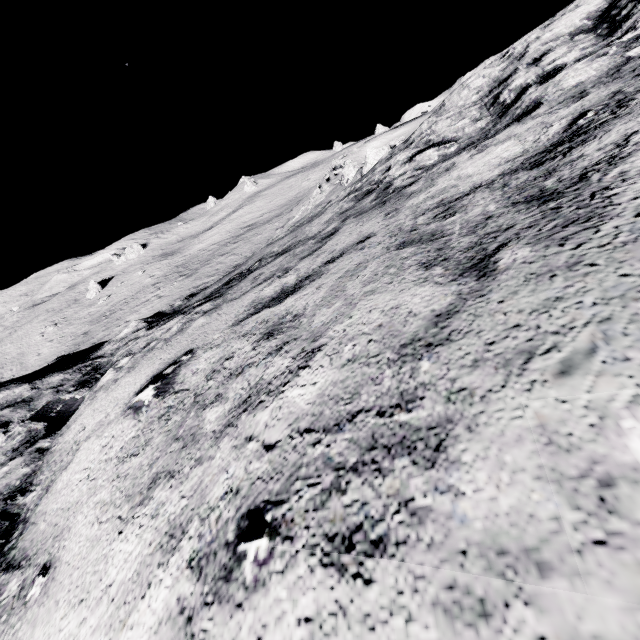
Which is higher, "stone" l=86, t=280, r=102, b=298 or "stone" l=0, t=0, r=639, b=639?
"stone" l=0, t=0, r=639, b=639

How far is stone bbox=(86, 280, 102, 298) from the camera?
56.6 meters

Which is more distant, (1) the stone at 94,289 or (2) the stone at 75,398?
(1) the stone at 94,289

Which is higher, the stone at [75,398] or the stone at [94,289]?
the stone at [75,398]

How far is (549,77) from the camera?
4.90m

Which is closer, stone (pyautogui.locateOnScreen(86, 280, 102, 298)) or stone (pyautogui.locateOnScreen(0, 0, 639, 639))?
stone (pyautogui.locateOnScreen(0, 0, 639, 639))
